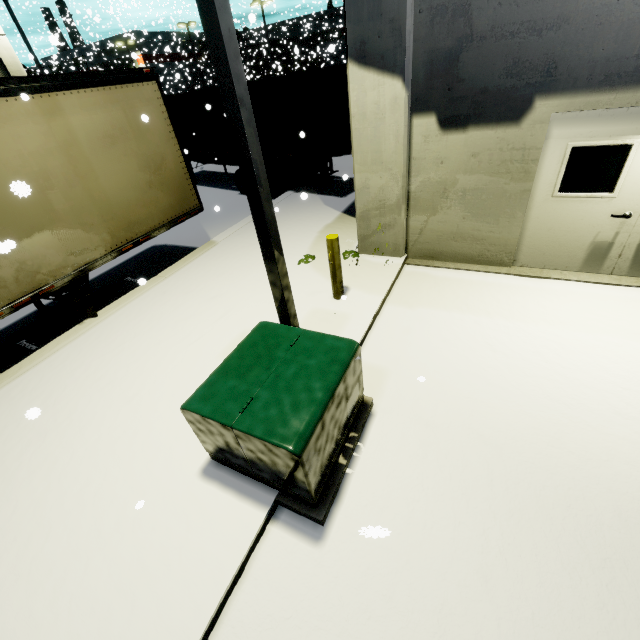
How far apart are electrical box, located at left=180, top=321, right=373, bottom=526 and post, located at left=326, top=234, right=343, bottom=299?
1.8m

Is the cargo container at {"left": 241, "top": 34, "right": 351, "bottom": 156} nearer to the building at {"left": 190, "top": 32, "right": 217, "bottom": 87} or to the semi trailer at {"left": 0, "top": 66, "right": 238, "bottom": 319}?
the semi trailer at {"left": 0, "top": 66, "right": 238, "bottom": 319}

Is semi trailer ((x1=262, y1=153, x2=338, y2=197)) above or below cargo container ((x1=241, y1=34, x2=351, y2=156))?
below

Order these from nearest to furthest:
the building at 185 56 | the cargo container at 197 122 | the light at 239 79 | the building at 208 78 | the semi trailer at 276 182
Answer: the light at 239 79 < the semi trailer at 276 182 < the cargo container at 197 122 < the building at 185 56 < the building at 208 78

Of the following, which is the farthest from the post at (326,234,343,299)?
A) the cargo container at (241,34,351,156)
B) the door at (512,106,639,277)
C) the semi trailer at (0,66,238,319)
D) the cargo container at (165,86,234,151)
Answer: the cargo container at (241,34,351,156)

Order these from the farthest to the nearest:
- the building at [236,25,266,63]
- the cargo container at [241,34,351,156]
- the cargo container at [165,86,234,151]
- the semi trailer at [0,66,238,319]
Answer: the building at [236,25,266,63], the cargo container at [165,86,234,151], the cargo container at [241,34,351,156], the semi trailer at [0,66,238,319]

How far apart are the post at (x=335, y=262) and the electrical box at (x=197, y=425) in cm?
183

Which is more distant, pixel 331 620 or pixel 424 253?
pixel 424 253
